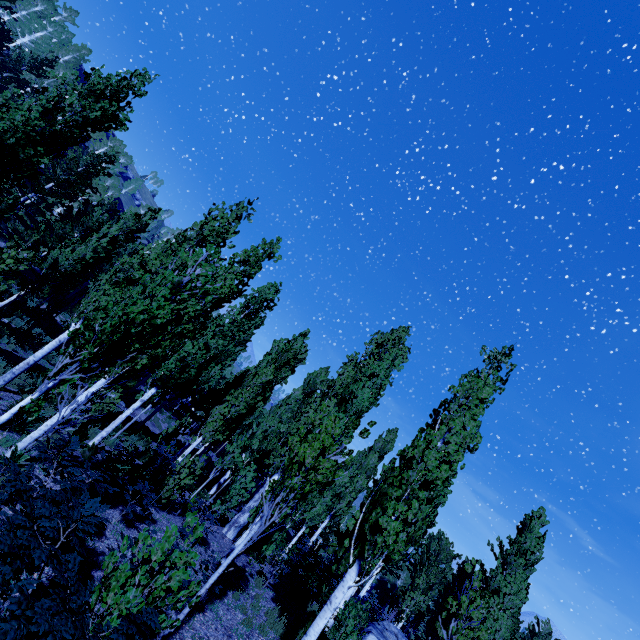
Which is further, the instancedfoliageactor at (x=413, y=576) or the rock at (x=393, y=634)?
the rock at (x=393, y=634)

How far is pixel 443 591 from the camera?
26.9m

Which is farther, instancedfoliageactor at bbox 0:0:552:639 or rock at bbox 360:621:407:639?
rock at bbox 360:621:407:639
